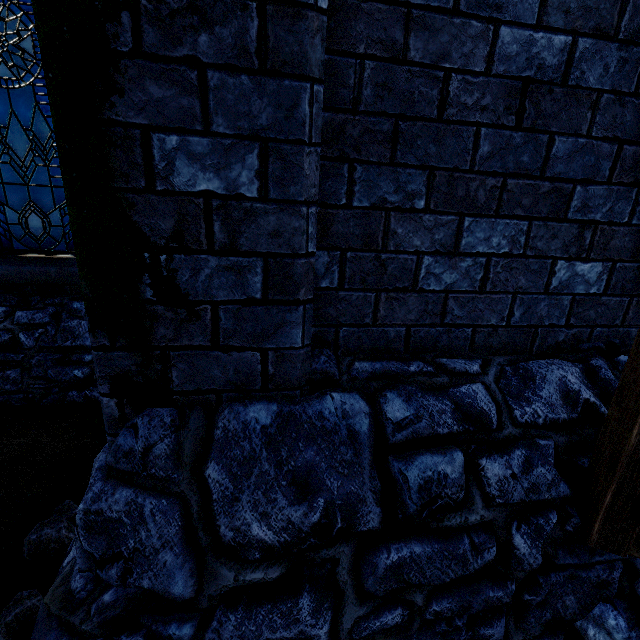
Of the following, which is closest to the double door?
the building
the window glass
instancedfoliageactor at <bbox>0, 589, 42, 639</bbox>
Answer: the building

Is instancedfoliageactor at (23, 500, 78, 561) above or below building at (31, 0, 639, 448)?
below

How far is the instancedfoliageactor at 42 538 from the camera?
2.17m

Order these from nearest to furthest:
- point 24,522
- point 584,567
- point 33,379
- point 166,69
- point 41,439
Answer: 1. point 166,69
2. point 584,567
3. point 24,522
4. point 41,439
5. point 33,379

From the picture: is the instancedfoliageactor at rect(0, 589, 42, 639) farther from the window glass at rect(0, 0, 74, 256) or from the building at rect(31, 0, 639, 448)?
the window glass at rect(0, 0, 74, 256)

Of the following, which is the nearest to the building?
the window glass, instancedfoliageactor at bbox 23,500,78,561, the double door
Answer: the double door

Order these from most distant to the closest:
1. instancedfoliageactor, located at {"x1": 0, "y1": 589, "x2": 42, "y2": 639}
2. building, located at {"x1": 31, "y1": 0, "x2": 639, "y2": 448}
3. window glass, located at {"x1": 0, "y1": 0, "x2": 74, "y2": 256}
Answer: window glass, located at {"x1": 0, "y1": 0, "x2": 74, "y2": 256} < instancedfoliageactor, located at {"x1": 0, "y1": 589, "x2": 42, "y2": 639} < building, located at {"x1": 31, "y1": 0, "x2": 639, "y2": 448}

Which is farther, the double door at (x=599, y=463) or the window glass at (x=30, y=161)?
the window glass at (x=30, y=161)
